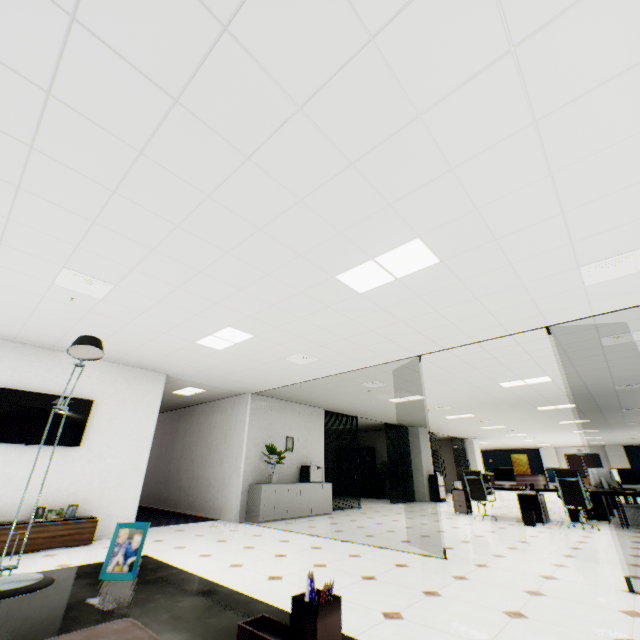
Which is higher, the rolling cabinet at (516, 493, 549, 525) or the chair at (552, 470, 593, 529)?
the chair at (552, 470, 593, 529)

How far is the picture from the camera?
25.7m

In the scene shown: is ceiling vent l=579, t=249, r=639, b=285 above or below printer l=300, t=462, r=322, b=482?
above

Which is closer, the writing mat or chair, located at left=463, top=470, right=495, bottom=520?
the writing mat

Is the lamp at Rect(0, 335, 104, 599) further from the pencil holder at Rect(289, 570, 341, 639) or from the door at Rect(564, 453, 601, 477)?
the door at Rect(564, 453, 601, 477)

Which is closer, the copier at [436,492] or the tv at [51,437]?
the tv at [51,437]

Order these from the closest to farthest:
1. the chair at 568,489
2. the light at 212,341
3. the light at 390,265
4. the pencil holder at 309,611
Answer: the pencil holder at 309,611 → the light at 390,265 → the light at 212,341 → the chair at 568,489

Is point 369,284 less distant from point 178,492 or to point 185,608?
point 185,608
